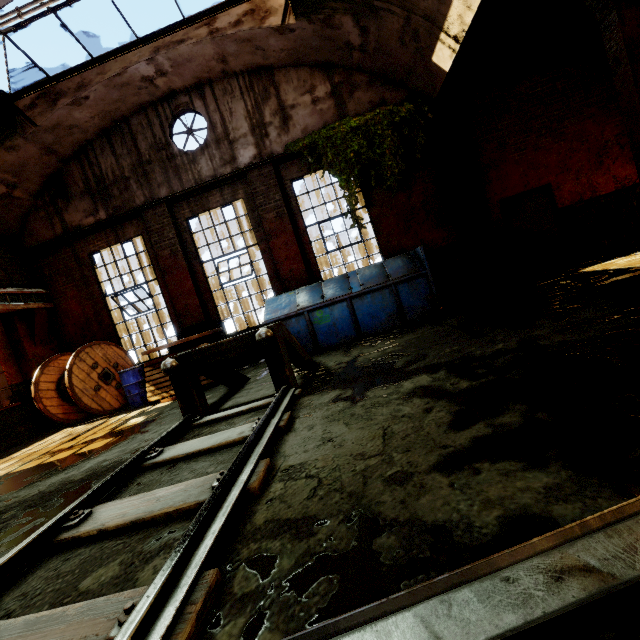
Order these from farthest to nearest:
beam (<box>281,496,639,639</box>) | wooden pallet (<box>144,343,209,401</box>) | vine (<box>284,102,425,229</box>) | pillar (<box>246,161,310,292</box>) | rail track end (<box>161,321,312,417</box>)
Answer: pillar (<box>246,161,310,292</box>) < vine (<box>284,102,425,229</box>) < wooden pallet (<box>144,343,209,401</box>) < rail track end (<box>161,321,312,417</box>) < beam (<box>281,496,639,639</box>)

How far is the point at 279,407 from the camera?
3.6 meters

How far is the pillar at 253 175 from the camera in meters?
8.6

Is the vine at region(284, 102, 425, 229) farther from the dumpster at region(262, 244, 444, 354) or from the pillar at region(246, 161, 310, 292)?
the dumpster at region(262, 244, 444, 354)

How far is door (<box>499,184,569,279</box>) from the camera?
8.4 meters

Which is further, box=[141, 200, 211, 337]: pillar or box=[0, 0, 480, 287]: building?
box=[141, 200, 211, 337]: pillar

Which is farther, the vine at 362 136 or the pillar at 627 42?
the vine at 362 136

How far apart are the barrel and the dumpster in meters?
Answer: 3.3
